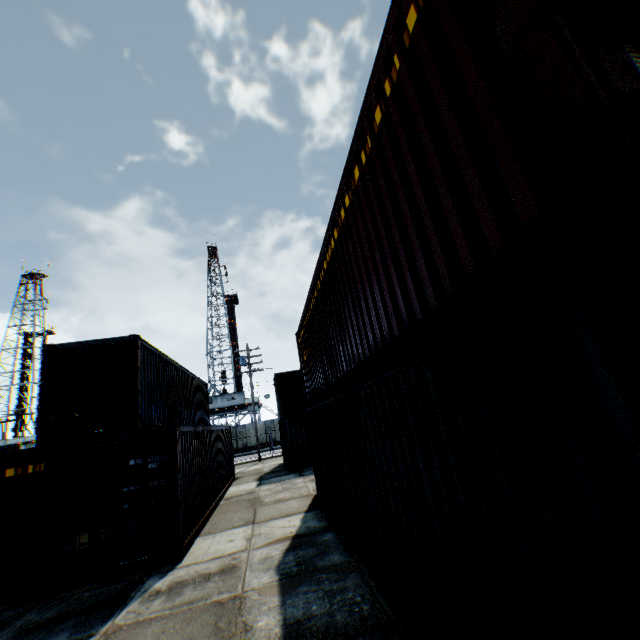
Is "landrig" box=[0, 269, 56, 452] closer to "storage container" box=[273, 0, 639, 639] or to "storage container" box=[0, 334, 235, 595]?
"storage container" box=[0, 334, 235, 595]

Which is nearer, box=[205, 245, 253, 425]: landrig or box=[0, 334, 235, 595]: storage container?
box=[0, 334, 235, 595]: storage container

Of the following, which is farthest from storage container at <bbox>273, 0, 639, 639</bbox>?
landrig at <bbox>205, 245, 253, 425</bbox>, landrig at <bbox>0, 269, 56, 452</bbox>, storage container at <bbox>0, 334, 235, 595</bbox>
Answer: landrig at <bbox>0, 269, 56, 452</bbox>

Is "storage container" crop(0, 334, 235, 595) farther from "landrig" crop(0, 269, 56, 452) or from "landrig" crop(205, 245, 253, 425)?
"landrig" crop(0, 269, 56, 452)

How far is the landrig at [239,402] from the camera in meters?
A: 46.0

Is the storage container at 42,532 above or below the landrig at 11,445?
below

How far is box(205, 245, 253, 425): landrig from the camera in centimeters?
4600cm

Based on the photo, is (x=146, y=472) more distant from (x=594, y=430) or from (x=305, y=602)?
(x=594, y=430)
